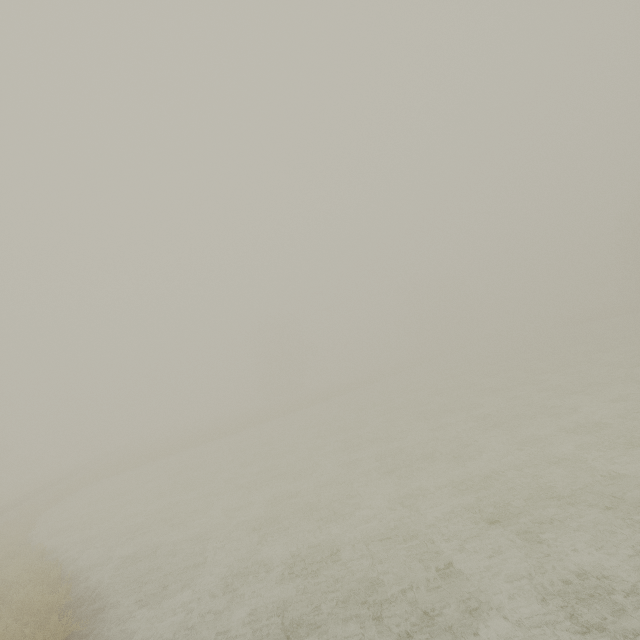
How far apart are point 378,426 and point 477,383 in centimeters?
1117cm
